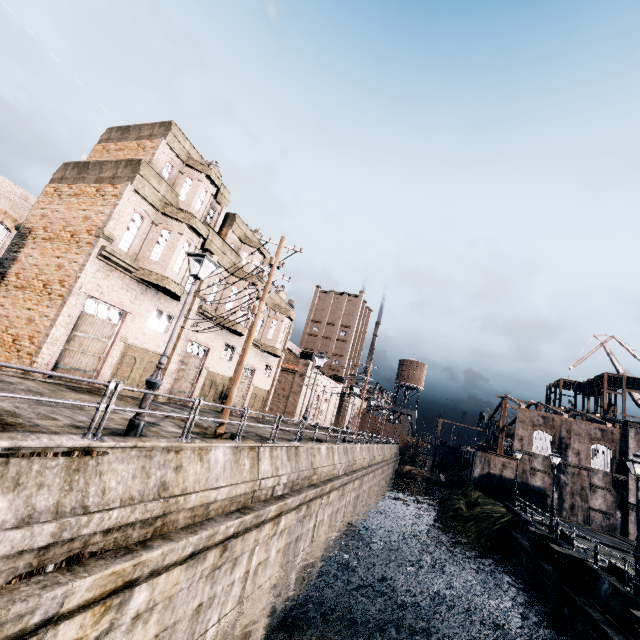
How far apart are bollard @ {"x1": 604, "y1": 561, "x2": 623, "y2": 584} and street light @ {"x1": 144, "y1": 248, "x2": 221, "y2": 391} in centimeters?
2319cm

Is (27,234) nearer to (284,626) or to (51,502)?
(51,502)

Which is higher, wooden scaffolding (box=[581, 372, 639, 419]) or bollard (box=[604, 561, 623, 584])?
wooden scaffolding (box=[581, 372, 639, 419])

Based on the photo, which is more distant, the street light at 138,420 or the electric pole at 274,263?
the electric pole at 274,263

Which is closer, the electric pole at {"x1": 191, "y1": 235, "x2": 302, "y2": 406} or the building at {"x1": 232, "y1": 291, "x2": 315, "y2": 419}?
the electric pole at {"x1": 191, "y1": 235, "x2": 302, "y2": 406}

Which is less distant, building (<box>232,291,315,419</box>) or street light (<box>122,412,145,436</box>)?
street light (<box>122,412,145,436</box>)

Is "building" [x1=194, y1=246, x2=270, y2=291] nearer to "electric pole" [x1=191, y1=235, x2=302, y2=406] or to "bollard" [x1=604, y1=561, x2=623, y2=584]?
"electric pole" [x1=191, y1=235, x2=302, y2=406]

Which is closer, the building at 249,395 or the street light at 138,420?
the street light at 138,420
